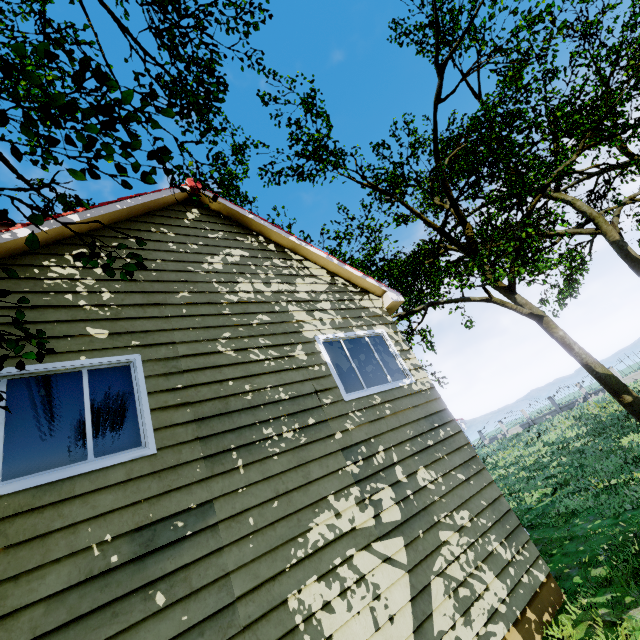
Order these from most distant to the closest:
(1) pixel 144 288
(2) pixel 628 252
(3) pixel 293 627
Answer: (2) pixel 628 252, (1) pixel 144 288, (3) pixel 293 627

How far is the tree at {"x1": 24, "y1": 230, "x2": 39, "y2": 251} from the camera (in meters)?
2.02

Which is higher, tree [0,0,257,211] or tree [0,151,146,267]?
tree [0,0,257,211]

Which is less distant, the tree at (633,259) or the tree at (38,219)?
the tree at (38,219)

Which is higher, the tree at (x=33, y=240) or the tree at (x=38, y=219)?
the tree at (x=38, y=219)

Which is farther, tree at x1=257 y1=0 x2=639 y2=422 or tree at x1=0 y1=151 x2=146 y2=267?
tree at x1=257 y1=0 x2=639 y2=422
